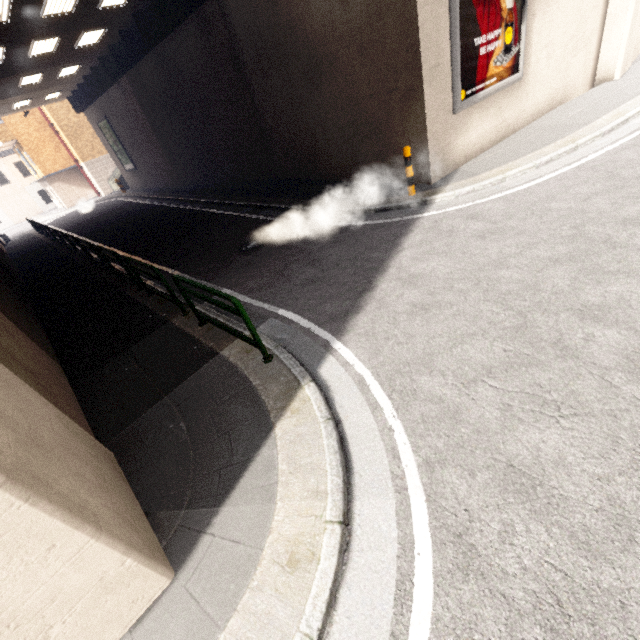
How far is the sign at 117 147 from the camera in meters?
22.6 m

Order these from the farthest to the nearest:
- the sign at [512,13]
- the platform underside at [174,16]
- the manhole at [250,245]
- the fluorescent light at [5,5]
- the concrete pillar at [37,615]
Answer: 1. the platform underside at [174,16]
2. the fluorescent light at [5,5]
3. the manhole at [250,245]
4. the sign at [512,13]
5. the concrete pillar at [37,615]

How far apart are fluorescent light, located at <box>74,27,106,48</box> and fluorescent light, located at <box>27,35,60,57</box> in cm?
92

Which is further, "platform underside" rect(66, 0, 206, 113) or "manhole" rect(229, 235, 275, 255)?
"platform underside" rect(66, 0, 206, 113)

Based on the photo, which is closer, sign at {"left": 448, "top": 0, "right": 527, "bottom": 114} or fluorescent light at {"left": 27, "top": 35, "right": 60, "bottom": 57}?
sign at {"left": 448, "top": 0, "right": 527, "bottom": 114}

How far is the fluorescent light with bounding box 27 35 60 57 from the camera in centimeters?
1233cm

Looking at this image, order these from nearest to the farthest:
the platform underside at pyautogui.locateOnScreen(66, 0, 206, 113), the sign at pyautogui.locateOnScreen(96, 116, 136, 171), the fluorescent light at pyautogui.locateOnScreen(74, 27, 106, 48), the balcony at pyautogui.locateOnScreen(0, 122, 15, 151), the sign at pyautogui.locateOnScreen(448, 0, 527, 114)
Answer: the sign at pyautogui.locateOnScreen(448, 0, 527, 114), the platform underside at pyautogui.locateOnScreen(66, 0, 206, 113), the fluorescent light at pyautogui.locateOnScreen(74, 27, 106, 48), the sign at pyautogui.locateOnScreen(96, 116, 136, 171), the balcony at pyautogui.locateOnScreen(0, 122, 15, 151)

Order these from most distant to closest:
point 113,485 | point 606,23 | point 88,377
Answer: point 606,23, point 88,377, point 113,485
